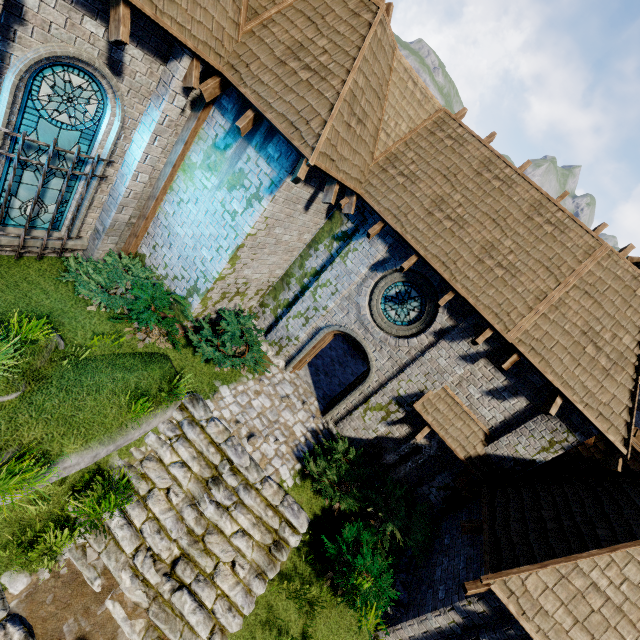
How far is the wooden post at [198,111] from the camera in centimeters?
759cm

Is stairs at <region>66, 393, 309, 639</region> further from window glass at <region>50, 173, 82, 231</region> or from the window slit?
window glass at <region>50, 173, 82, 231</region>

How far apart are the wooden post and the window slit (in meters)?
9.66

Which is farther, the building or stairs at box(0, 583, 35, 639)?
the building

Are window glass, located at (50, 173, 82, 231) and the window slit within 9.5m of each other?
no

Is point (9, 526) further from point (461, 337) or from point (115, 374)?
point (461, 337)

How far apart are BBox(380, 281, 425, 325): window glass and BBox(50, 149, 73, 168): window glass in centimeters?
770cm

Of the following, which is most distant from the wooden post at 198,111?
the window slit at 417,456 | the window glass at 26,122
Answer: the window slit at 417,456
